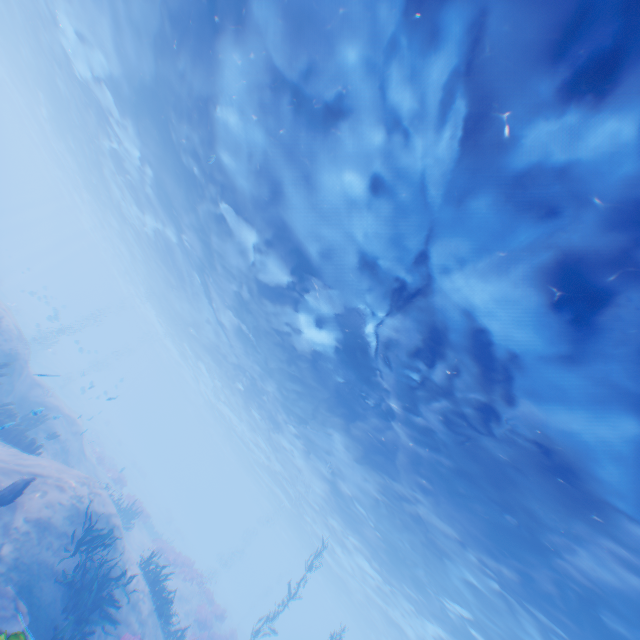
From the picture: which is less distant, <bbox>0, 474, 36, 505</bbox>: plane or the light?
the light

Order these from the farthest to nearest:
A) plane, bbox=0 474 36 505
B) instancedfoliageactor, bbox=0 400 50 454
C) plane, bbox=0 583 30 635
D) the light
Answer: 1. instancedfoliageactor, bbox=0 400 50 454
2. plane, bbox=0 474 36 505
3. plane, bbox=0 583 30 635
4. the light

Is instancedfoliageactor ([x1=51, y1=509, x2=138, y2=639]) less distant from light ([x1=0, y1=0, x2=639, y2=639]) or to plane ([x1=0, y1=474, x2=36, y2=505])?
plane ([x1=0, y1=474, x2=36, y2=505])

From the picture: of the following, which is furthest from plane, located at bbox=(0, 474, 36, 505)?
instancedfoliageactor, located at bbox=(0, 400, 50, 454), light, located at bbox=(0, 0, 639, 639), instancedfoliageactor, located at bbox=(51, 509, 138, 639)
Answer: light, located at bbox=(0, 0, 639, 639)

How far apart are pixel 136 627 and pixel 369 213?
15.3m

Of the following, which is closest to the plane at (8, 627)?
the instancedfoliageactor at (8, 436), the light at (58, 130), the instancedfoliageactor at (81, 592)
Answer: the instancedfoliageactor at (81, 592)

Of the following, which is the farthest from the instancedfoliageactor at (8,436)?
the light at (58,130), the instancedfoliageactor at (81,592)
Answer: the light at (58,130)
